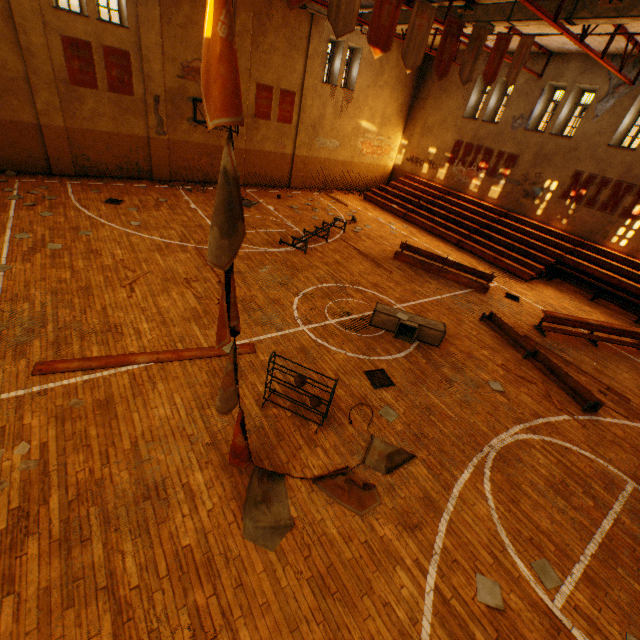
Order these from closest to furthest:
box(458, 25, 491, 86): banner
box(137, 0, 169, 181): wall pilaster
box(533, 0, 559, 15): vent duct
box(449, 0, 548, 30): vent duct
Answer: box(458, 25, 491, 86): banner < box(533, 0, 559, 15): vent duct < box(449, 0, 548, 30): vent duct < box(137, 0, 169, 181): wall pilaster

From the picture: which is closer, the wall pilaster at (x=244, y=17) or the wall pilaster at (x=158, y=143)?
the wall pilaster at (x=158, y=143)

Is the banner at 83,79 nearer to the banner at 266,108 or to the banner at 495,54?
the banner at 266,108

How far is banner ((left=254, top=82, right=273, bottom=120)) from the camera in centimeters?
1677cm

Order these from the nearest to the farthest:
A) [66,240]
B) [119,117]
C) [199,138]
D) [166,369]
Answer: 1. [166,369]
2. [66,240]
3. [119,117]
4. [199,138]

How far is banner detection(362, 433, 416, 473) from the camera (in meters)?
5.51

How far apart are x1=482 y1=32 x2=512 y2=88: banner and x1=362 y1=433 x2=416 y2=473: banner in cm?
951

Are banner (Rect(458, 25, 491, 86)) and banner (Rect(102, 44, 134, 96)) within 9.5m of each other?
no
